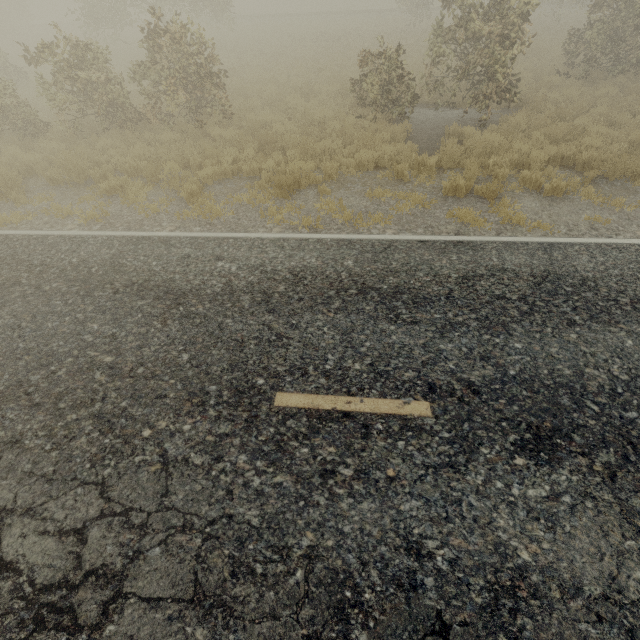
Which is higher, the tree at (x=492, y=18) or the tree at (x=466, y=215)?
the tree at (x=492, y=18)

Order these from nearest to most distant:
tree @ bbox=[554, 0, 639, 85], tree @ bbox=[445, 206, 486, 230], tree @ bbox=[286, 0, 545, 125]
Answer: tree @ bbox=[445, 206, 486, 230], tree @ bbox=[286, 0, 545, 125], tree @ bbox=[554, 0, 639, 85]

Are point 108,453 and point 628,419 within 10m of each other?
yes

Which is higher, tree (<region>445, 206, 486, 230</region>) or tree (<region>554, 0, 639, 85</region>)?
tree (<region>554, 0, 639, 85</region>)

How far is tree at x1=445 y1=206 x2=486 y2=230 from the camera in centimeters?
643cm

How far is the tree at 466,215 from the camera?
6.4 meters

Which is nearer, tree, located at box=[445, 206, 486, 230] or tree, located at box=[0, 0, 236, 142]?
tree, located at box=[445, 206, 486, 230]
